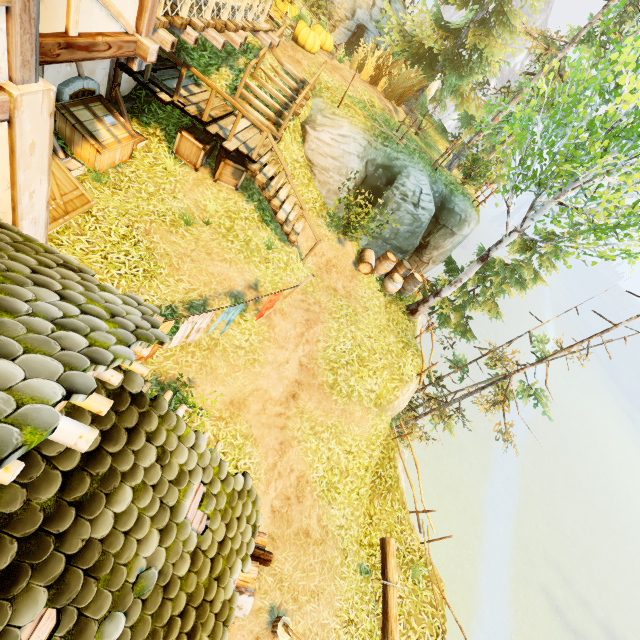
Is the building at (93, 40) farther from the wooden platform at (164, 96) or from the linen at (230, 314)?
the linen at (230, 314)

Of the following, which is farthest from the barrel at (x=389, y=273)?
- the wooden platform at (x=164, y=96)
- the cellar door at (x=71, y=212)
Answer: the cellar door at (x=71, y=212)

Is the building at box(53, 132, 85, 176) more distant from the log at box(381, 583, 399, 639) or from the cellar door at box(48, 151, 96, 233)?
the log at box(381, 583, 399, 639)

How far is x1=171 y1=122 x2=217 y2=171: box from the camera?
9.0m

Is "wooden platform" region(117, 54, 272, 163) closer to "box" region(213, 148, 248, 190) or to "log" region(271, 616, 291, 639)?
"box" region(213, 148, 248, 190)

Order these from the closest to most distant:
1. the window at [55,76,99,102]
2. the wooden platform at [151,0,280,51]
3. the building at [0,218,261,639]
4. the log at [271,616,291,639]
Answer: the building at [0,218,261,639], the wooden platform at [151,0,280,51], the log at [271,616,291,639], the window at [55,76,99,102]

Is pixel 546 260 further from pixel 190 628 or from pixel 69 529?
pixel 69 529

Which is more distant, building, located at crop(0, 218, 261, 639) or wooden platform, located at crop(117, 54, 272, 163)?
wooden platform, located at crop(117, 54, 272, 163)
